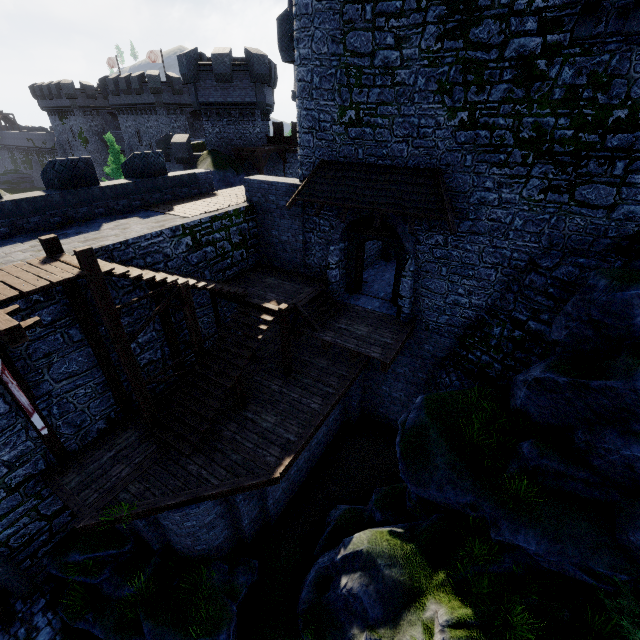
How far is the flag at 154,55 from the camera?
46.6m

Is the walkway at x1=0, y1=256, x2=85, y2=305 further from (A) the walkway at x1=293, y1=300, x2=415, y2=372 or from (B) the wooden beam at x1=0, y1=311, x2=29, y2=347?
(A) the walkway at x1=293, y1=300, x2=415, y2=372

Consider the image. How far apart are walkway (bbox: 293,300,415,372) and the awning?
3.64m

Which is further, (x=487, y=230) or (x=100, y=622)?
(x=487, y=230)

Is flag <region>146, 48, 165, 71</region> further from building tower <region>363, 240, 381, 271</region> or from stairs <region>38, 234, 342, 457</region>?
stairs <region>38, 234, 342, 457</region>

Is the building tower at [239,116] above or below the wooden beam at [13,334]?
above

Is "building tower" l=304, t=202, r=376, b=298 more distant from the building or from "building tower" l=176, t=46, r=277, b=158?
the building

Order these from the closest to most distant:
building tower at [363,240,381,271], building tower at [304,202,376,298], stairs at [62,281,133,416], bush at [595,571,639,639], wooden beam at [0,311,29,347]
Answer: wooden beam at [0,311,29,347] → bush at [595,571,639,639] → stairs at [62,281,133,416] → building tower at [304,202,376,298] → building tower at [363,240,381,271]
